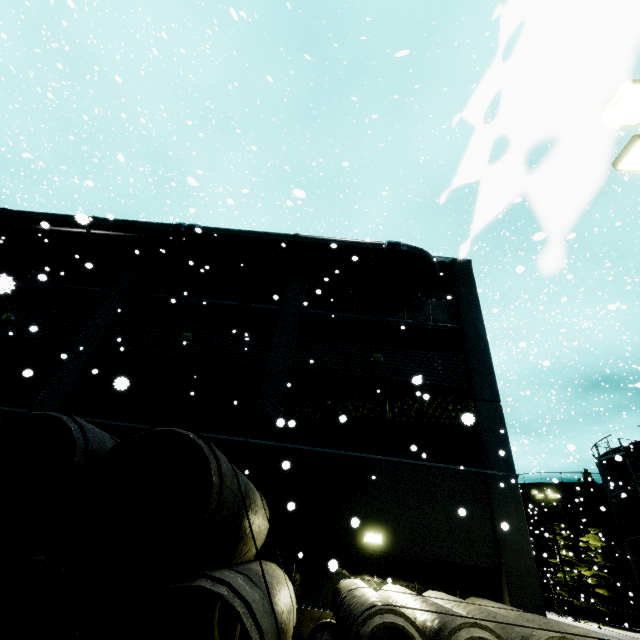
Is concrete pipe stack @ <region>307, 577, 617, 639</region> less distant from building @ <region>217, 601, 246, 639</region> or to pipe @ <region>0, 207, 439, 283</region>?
building @ <region>217, 601, 246, 639</region>

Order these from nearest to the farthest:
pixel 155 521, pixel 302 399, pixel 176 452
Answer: pixel 176 452, pixel 155 521, pixel 302 399

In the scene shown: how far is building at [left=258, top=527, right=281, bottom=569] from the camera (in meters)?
9.33

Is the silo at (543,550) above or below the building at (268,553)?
above

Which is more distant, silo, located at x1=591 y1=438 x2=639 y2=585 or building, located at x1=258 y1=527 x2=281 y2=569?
silo, located at x1=591 y1=438 x2=639 y2=585

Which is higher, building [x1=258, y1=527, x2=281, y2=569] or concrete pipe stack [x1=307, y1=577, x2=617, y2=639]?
building [x1=258, y1=527, x2=281, y2=569]

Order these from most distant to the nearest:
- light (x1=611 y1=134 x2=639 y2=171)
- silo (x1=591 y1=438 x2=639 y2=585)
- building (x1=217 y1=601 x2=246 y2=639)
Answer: silo (x1=591 y1=438 x2=639 y2=585), building (x1=217 y1=601 x2=246 y2=639), light (x1=611 y1=134 x2=639 y2=171)

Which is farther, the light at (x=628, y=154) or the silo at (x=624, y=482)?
the silo at (x=624, y=482)
